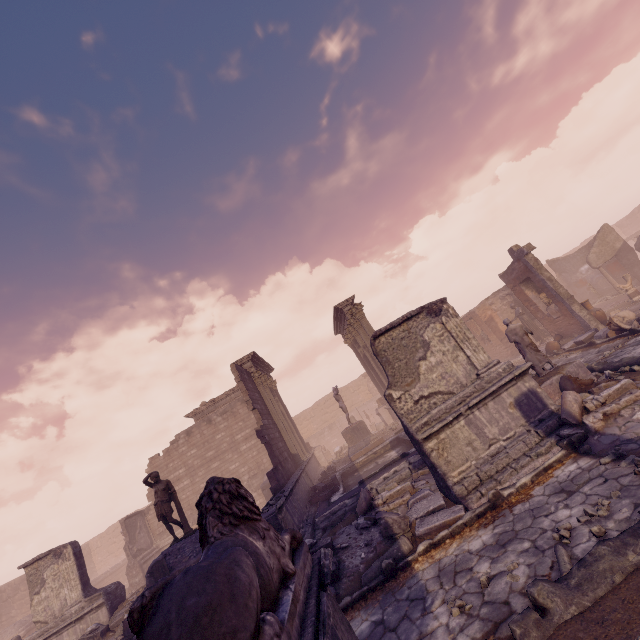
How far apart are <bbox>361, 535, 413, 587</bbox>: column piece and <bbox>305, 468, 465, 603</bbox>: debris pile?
0.0 meters

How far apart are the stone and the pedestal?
11.7 meters

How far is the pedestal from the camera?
15.7m

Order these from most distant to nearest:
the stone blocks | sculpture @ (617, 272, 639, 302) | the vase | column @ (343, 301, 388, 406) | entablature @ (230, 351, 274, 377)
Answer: entablature @ (230, 351, 274, 377)
column @ (343, 301, 388, 406)
sculpture @ (617, 272, 639, 302)
the vase
the stone blocks

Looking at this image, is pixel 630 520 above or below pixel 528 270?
below

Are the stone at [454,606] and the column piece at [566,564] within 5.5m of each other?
yes

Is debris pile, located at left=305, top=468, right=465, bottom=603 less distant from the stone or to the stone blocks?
the stone

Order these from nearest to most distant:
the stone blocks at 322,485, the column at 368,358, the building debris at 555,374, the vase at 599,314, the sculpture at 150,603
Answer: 1. the sculpture at 150,603
2. the building debris at 555,374
3. the stone blocks at 322,485
4. the vase at 599,314
5. the column at 368,358
